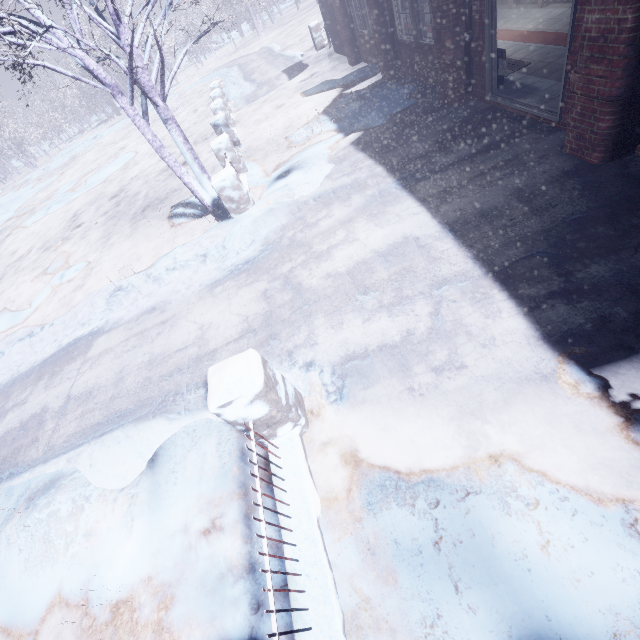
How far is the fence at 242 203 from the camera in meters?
5.7 m

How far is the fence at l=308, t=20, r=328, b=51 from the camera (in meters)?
13.71

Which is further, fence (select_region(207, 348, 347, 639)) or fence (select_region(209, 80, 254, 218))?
fence (select_region(209, 80, 254, 218))

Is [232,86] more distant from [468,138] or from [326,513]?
[326,513]

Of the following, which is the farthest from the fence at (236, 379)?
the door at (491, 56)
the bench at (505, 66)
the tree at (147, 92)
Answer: the bench at (505, 66)

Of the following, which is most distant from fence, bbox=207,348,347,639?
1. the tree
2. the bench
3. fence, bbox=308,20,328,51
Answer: fence, bbox=308,20,328,51

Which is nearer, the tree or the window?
A: the tree

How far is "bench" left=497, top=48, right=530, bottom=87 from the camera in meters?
4.9 m
